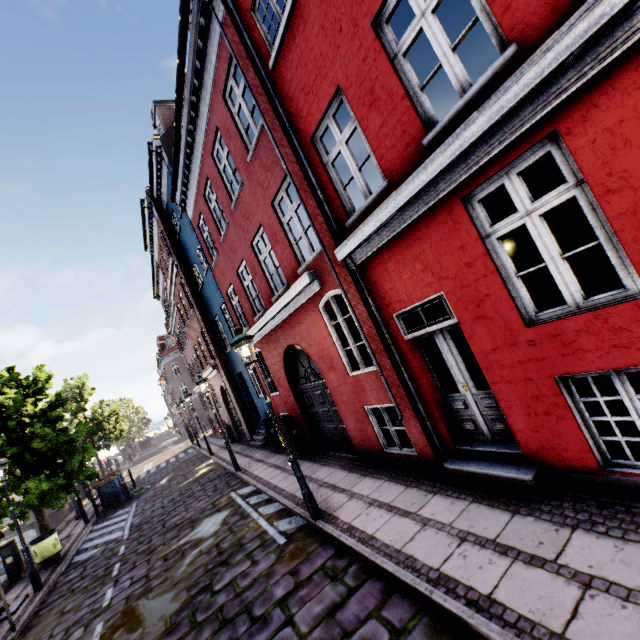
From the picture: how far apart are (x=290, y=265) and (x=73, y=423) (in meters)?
30.43

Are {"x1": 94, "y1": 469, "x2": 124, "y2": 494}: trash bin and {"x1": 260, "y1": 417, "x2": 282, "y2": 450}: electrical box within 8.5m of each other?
no

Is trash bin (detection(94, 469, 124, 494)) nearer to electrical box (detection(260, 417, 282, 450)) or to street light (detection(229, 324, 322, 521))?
street light (detection(229, 324, 322, 521))

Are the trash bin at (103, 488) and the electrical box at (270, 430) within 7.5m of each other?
no

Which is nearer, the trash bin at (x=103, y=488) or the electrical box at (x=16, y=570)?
the electrical box at (x=16, y=570)

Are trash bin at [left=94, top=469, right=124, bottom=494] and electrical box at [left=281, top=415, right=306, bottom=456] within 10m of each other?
no

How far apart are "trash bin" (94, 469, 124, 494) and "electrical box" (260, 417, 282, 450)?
10.2m

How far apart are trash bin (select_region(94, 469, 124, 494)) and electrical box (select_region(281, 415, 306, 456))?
12.2 meters
